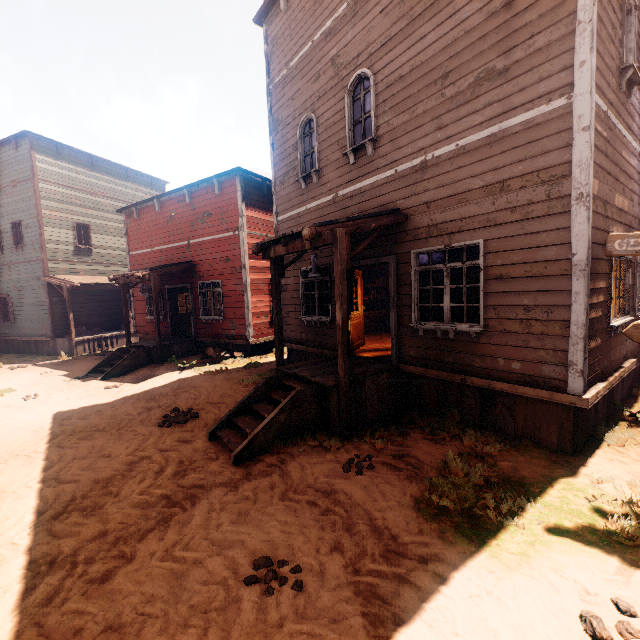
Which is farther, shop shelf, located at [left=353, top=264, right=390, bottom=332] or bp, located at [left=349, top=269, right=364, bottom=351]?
shop shelf, located at [left=353, top=264, right=390, bottom=332]

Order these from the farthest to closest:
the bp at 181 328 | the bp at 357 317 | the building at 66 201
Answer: the bp at 181 328 < the bp at 357 317 < the building at 66 201

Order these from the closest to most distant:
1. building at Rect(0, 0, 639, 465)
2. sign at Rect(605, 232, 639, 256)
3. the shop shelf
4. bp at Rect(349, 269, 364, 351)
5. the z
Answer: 1. the z
2. sign at Rect(605, 232, 639, 256)
3. building at Rect(0, 0, 639, 465)
4. bp at Rect(349, 269, 364, 351)
5. the shop shelf

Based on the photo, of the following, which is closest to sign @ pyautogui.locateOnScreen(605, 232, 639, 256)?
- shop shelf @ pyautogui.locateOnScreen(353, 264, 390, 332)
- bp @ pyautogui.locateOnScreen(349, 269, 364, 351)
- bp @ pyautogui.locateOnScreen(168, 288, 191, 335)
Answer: bp @ pyautogui.locateOnScreen(349, 269, 364, 351)

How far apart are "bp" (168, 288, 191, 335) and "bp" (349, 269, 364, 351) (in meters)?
9.09

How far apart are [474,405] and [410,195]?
4.2 meters

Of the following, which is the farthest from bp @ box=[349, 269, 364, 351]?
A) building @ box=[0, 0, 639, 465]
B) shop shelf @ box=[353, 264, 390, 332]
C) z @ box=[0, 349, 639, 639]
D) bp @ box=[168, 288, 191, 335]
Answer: bp @ box=[168, 288, 191, 335]

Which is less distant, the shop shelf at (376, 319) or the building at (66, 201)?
the building at (66, 201)
